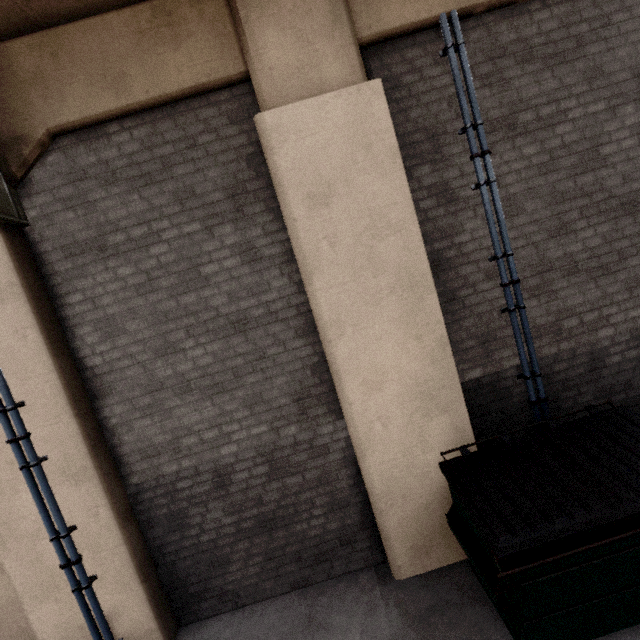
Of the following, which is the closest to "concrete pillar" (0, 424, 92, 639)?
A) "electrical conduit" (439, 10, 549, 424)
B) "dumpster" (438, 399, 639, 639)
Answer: "dumpster" (438, 399, 639, 639)

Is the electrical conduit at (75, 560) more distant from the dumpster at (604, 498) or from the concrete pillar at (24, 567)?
the dumpster at (604, 498)

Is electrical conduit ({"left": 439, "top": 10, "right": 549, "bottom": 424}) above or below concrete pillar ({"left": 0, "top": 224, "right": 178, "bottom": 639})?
above

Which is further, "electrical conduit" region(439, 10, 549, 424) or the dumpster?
"electrical conduit" region(439, 10, 549, 424)

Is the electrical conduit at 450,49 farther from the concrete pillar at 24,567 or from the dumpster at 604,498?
the concrete pillar at 24,567

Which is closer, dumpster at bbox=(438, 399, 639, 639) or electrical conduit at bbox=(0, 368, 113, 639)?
dumpster at bbox=(438, 399, 639, 639)

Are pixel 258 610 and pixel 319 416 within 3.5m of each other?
yes

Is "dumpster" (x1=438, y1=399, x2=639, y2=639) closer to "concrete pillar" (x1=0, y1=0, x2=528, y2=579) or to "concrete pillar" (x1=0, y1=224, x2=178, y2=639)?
"concrete pillar" (x1=0, y1=0, x2=528, y2=579)
